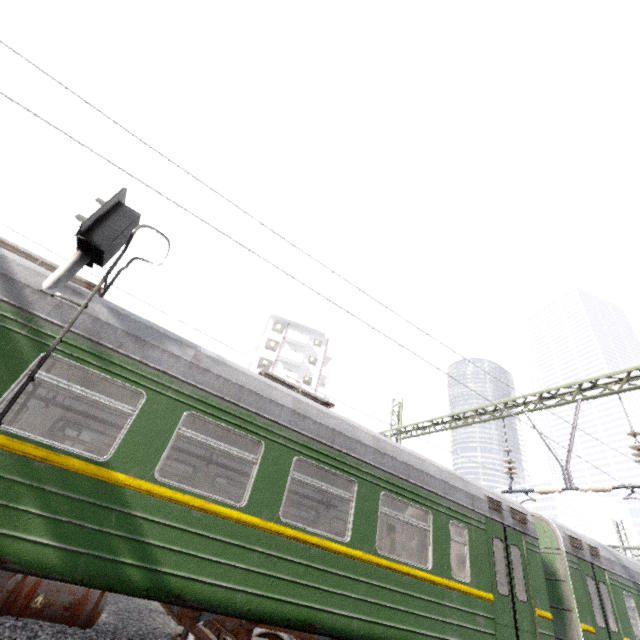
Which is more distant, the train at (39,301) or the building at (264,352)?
the building at (264,352)

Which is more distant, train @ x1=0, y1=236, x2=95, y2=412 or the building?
the building

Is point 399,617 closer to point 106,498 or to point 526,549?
point 526,549

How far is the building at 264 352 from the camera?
40.75m

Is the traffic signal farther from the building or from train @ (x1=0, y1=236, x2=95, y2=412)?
the building

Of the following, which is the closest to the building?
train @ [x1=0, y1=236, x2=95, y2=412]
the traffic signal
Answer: train @ [x1=0, y1=236, x2=95, y2=412]

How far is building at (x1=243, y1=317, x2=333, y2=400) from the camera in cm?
4075
